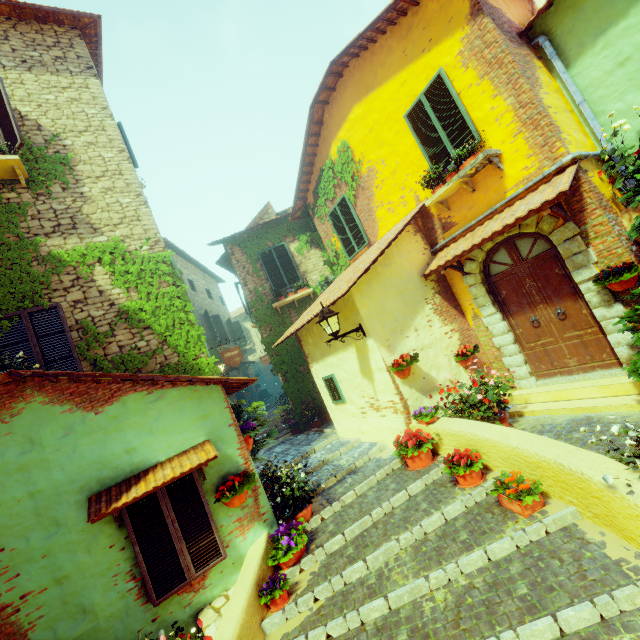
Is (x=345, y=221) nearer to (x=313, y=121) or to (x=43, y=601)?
(x=313, y=121)

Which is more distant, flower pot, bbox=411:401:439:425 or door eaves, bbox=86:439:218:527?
flower pot, bbox=411:401:439:425

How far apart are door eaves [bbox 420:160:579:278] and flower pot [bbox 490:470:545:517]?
3.76m

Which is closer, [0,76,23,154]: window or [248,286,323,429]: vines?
[0,76,23,154]: window

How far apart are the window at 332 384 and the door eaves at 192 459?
3.5m

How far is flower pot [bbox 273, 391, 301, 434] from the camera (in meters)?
11.00

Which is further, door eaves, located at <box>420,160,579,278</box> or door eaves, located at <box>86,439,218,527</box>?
door eaves, located at <box>420,160,579,278</box>

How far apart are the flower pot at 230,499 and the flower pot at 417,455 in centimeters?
233cm
